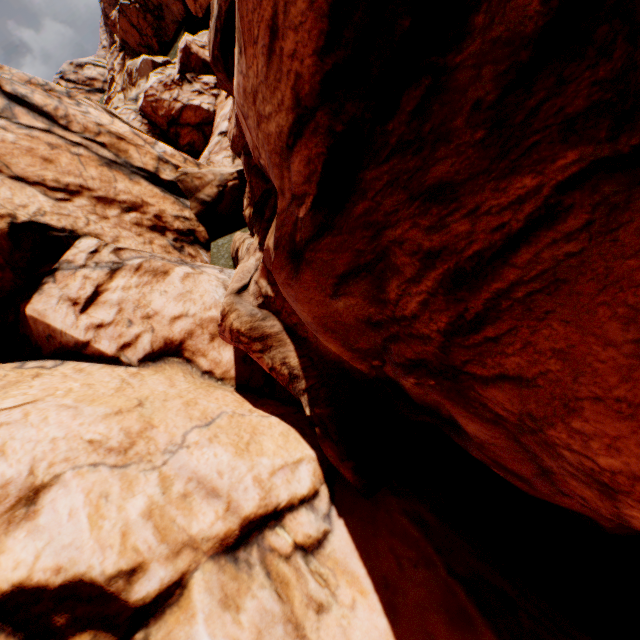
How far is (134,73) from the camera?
54.0 meters
